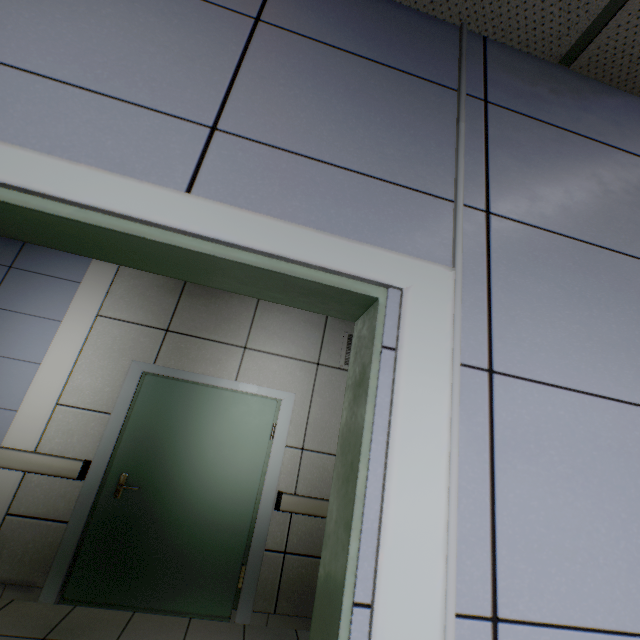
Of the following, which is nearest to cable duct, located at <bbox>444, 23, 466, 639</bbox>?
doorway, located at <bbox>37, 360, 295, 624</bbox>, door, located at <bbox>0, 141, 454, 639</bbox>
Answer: door, located at <bbox>0, 141, 454, 639</bbox>

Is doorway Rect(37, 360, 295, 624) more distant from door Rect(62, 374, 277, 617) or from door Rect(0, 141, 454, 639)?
door Rect(0, 141, 454, 639)

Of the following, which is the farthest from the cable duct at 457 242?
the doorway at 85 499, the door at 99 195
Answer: the doorway at 85 499

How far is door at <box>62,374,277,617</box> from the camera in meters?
3.0 m

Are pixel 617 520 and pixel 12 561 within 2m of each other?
no

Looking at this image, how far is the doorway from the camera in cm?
293

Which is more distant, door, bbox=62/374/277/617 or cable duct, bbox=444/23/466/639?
door, bbox=62/374/277/617

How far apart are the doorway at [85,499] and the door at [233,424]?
0.0 meters
